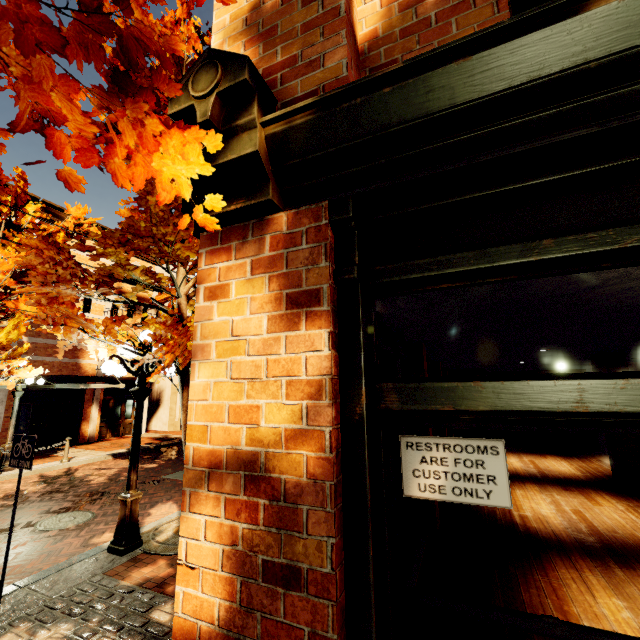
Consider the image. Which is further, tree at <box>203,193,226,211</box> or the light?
the light

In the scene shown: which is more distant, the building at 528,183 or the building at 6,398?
the building at 6,398

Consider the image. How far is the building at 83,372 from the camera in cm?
1509

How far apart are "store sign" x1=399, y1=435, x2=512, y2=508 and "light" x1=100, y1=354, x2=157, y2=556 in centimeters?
549cm

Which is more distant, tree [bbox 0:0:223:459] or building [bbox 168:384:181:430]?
building [bbox 168:384:181:430]

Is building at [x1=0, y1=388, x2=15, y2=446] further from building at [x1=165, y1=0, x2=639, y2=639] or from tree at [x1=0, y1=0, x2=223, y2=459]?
building at [x1=165, y1=0, x2=639, y2=639]

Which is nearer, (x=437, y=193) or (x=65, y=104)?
(x=65, y=104)

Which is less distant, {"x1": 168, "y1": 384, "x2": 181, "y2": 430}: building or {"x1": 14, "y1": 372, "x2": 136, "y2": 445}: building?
{"x1": 14, "y1": 372, "x2": 136, "y2": 445}: building
